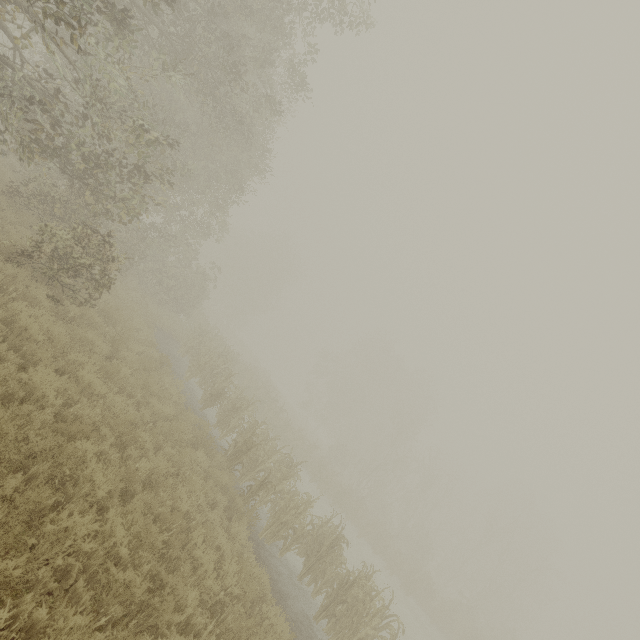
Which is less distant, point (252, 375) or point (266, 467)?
point (266, 467)
